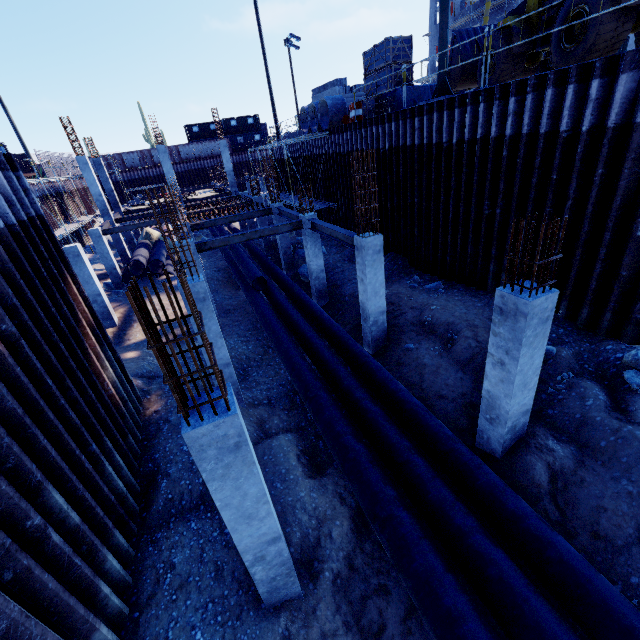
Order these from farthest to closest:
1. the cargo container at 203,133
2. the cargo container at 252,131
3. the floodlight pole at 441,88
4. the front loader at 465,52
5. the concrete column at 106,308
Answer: the cargo container at 252,131, the cargo container at 203,133, the concrete column at 106,308, the front loader at 465,52, the floodlight pole at 441,88

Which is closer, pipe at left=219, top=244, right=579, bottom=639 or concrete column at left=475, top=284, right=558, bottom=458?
pipe at left=219, top=244, right=579, bottom=639

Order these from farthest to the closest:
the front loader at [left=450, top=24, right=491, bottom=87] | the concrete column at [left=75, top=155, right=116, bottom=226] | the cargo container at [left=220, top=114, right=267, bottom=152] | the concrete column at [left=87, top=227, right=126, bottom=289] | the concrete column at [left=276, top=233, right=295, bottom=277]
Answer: the cargo container at [left=220, top=114, right=267, bottom=152]
the concrete column at [left=75, top=155, right=116, bottom=226]
the concrete column at [left=87, top=227, right=126, bottom=289]
the concrete column at [left=276, top=233, right=295, bottom=277]
the front loader at [left=450, top=24, right=491, bottom=87]

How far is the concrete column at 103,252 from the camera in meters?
19.0 m

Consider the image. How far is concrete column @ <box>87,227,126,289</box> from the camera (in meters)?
18.97

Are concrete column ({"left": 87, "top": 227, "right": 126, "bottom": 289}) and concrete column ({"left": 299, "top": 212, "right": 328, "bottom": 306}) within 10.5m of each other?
no

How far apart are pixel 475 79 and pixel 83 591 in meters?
20.4

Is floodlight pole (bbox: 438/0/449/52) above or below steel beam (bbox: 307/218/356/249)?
above
